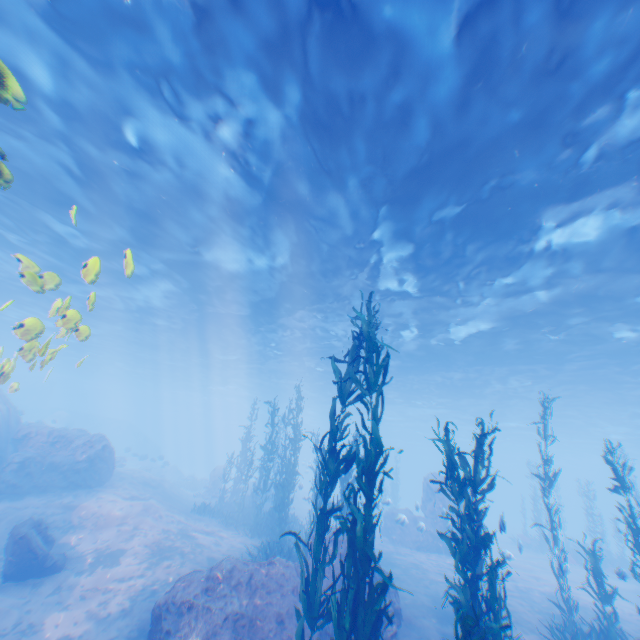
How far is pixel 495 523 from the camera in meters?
50.2

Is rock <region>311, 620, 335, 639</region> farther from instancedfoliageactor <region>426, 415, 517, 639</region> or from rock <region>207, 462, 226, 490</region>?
rock <region>207, 462, 226, 490</region>

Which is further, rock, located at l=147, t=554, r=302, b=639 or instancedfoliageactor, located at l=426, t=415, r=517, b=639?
rock, located at l=147, t=554, r=302, b=639

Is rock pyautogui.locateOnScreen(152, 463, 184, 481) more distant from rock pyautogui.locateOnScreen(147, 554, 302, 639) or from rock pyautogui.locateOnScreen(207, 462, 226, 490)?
rock pyautogui.locateOnScreen(147, 554, 302, 639)

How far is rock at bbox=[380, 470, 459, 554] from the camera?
19.88m

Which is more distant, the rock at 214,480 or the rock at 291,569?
the rock at 214,480

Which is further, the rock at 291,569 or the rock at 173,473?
the rock at 173,473

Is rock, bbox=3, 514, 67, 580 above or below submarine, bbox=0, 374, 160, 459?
below
